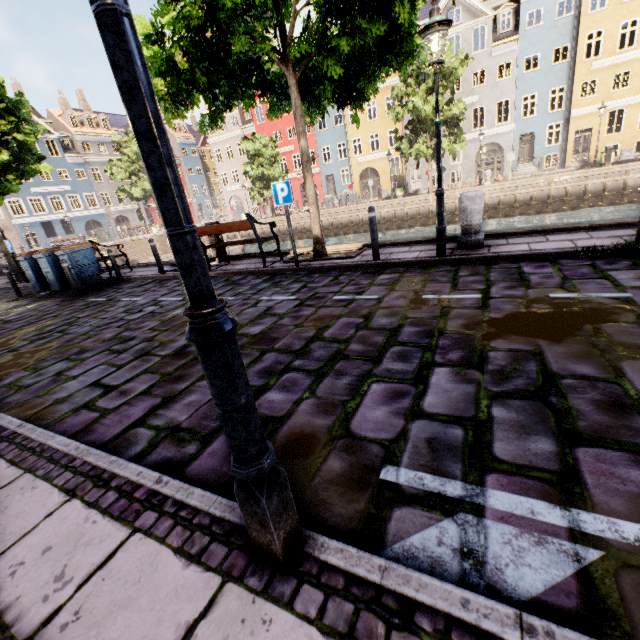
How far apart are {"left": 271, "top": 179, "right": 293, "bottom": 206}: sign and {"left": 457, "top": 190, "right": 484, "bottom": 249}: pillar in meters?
3.4 m

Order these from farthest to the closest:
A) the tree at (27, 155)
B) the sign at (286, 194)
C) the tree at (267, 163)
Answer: the tree at (267, 163), the tree at (27, 155), the sign at (286, 194)

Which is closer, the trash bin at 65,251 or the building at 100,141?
the trash bin at 65,251

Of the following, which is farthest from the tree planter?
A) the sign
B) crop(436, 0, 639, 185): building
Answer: crop(436, 0, 639, 185): building

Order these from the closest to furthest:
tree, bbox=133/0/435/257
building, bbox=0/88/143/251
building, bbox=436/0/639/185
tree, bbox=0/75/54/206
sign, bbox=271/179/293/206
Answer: tree, bbox=133/0/435/257
sign, bbox=271/179/293/206
tree, bbox=0/75/54/206
building, bbox=436/0/639/185
building, bbox=0/88/143/251

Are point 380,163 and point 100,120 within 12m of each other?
no

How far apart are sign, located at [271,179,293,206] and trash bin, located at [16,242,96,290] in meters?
8.4

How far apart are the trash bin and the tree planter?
8.0m
